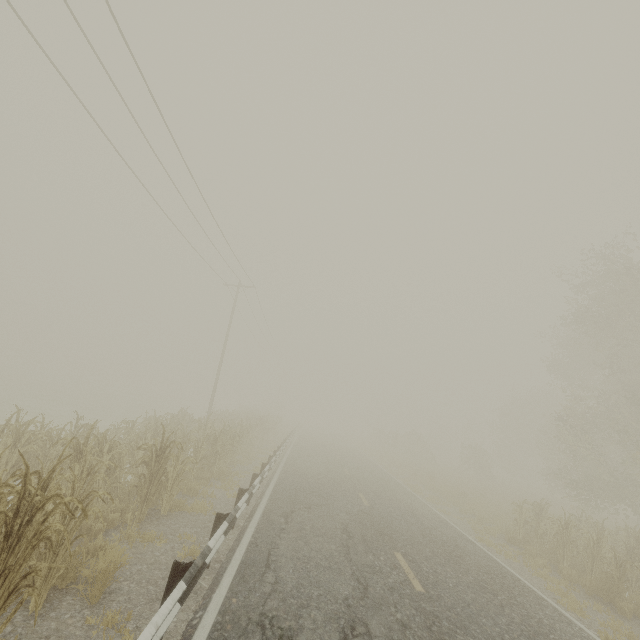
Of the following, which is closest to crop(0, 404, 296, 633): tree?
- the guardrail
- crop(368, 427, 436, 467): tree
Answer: the guardrail

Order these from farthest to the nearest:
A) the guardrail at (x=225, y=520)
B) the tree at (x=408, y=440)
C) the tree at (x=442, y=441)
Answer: the tree at (x=442, y=441), the tree at (x=408, y=440), the guardrail at (x=225, y=520)

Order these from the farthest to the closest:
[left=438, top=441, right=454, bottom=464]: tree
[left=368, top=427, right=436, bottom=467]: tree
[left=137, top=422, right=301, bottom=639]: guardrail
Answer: [left=438, top=441, right=454, bottom=464]: tree
[left=368, top=427, right=436, bottom=467]: tree
[left=137, top=422, right=301, bottom=639]: guardrail

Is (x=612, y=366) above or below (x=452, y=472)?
above

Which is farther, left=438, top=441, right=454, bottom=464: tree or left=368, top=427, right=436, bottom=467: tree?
left=438, top=441, right=454, bottom=464: tree

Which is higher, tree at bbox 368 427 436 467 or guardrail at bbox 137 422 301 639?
tree at bbox 368 427 436 467

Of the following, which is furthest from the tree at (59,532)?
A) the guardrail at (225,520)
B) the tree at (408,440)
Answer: the tree at (408,440)
